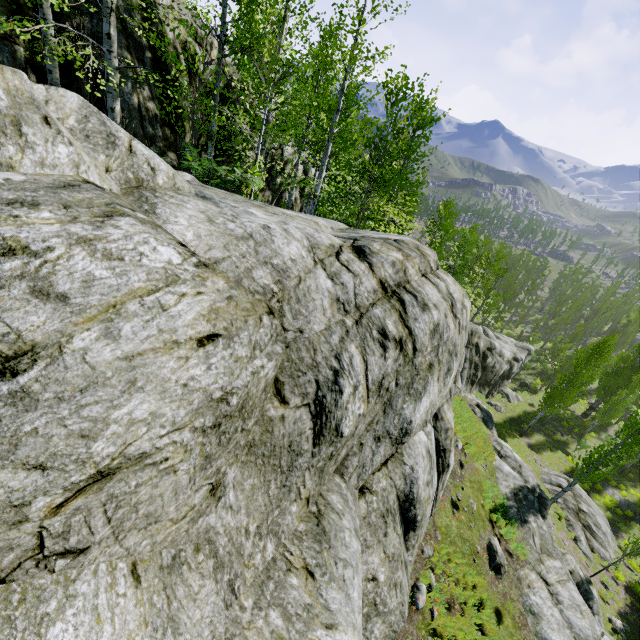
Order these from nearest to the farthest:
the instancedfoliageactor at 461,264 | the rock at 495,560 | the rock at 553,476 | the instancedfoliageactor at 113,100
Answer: the instancedfoliageactor at 113,100 → the rock at 495,560 → the instancedfoliageactor at 461,264 → the rock at 553,476

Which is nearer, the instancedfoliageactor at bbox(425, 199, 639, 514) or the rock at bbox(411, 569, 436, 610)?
the rock at bbox(411, 569, 436, 610)

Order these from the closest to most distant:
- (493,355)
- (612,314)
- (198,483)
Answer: (198,483) < (493,355) < (612,314)

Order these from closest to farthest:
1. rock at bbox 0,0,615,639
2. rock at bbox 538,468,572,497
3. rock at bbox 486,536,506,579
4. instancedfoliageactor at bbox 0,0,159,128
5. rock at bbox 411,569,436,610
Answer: rock at bbox 0,0,615,639
instancedfoliageactor at bbox 0,0,159,128
rock at bbox 411,569,436,610
rock at bbox 486,536,506,579
rock at bbox 538,468,572,497

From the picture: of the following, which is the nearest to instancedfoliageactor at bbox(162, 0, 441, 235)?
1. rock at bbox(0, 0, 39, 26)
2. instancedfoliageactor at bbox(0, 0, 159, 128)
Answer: rock at bbox(0, 0, 39, 26)

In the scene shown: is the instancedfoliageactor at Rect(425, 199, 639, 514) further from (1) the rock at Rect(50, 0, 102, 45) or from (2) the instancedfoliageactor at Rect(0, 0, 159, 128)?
(2) the instancedfoliageactor at Rect(0, 0, 159, 128)

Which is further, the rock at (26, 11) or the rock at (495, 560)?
the rock at (495, 560)
